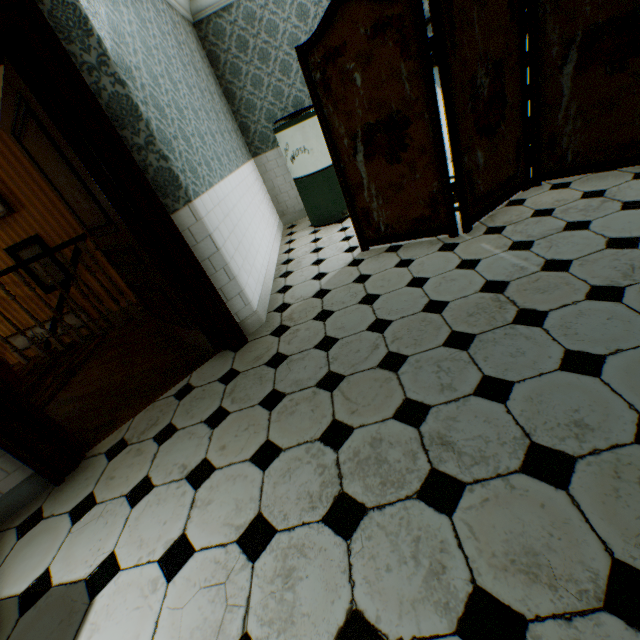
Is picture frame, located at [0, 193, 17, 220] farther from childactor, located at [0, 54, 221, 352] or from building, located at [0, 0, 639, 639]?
childactor, located at [0, 54, 221, 352]

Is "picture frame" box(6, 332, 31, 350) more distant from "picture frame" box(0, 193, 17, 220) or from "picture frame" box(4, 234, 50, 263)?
"picture frame" box(0, 193, 17, 220)

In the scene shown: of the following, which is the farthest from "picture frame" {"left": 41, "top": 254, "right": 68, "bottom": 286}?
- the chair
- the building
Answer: the chair

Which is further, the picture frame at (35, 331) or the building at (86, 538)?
the picture frame at (35, 331)

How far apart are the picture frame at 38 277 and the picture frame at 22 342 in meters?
0.4

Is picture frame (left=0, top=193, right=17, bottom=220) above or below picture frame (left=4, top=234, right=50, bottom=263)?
above

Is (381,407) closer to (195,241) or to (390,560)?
(390,560)

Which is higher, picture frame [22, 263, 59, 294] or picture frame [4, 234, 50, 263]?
picture frame [4, 234, 50, 263]
